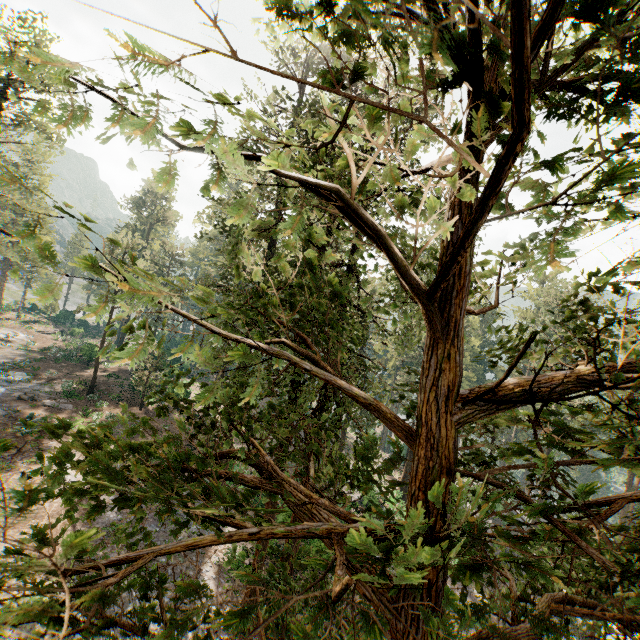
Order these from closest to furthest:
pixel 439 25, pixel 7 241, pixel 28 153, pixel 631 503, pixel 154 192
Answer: pixel 439 25 → pixel 631 503 → pixel 7 241 → pixel 28 153 → pixel 154 192
